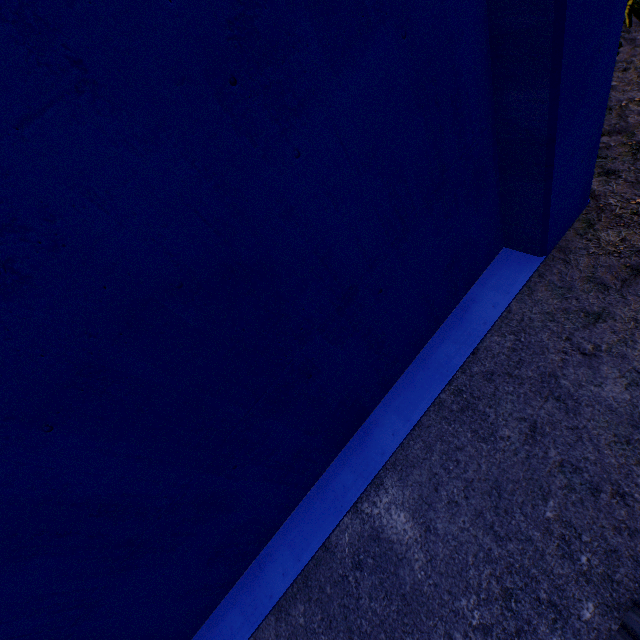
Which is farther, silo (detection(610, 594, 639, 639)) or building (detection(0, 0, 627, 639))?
silo (detection(610, 594, 639, 639))

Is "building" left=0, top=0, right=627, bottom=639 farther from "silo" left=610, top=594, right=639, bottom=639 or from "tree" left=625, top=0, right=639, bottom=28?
"silo" left=610, top=594, right=639, bottom=639

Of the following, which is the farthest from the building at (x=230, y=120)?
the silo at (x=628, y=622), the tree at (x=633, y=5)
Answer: the silo at (x=628, y=622)

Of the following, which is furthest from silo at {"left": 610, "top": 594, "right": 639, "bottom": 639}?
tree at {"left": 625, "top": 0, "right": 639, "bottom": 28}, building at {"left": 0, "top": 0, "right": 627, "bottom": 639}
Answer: tree at {"left": 625, "top": 0, "right": 639, "bottom": 28}

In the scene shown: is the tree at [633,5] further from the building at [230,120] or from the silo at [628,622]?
the silo at [628,622]

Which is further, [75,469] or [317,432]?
[317,432]
